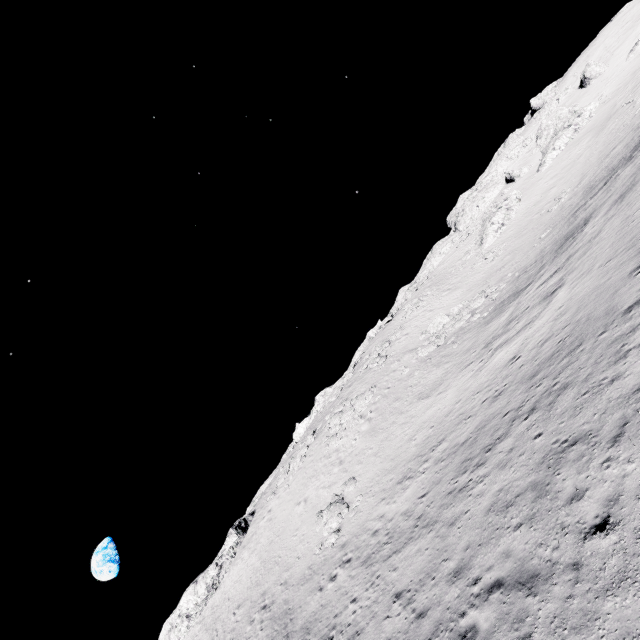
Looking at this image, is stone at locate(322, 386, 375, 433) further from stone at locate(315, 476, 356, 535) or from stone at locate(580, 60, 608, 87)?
stone at locate(580, 60, 608, 87)

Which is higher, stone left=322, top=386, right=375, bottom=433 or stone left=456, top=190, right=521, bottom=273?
stone left=456, top=190, right=521, bottom=273

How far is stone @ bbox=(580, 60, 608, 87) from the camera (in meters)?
49.28

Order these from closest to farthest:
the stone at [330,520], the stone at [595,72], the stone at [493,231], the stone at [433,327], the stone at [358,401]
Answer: the stone at [330,520], the stone at [433,327], the stone at [358,401], the stone at [493,231], the stone at [595,72]

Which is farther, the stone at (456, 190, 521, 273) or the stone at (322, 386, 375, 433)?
the stone at (456, 190, 521, 273)

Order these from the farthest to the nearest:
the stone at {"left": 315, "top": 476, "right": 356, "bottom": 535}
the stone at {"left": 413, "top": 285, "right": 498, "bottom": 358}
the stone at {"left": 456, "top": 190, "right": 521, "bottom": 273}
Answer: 1. the stone at {"left": 456, "top": 190, "right": 521, "bottom": 273}
2. the stone at {"left": 413, "top": 285, "right": 498, "bottom": 358}
3. the stone at {"left": 315, "top": 476, "right": 356, "bottom": 535}

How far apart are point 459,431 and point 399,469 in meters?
5.3

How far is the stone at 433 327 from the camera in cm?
3080
